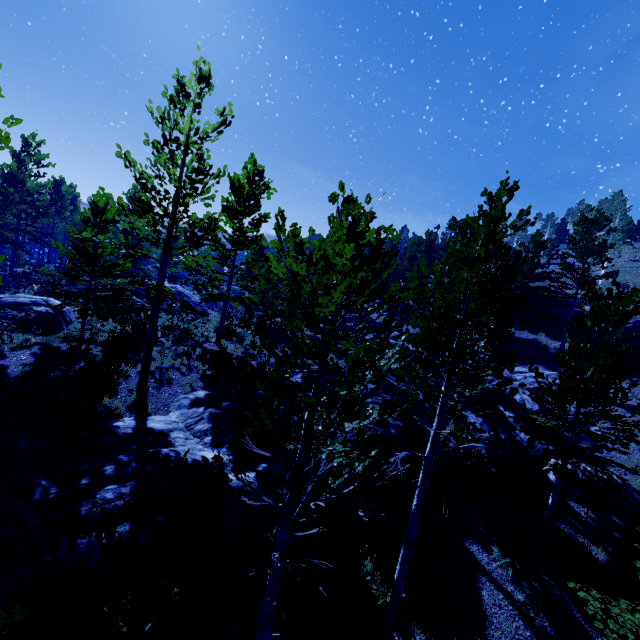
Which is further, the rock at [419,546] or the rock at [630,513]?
the rock at [630,513]

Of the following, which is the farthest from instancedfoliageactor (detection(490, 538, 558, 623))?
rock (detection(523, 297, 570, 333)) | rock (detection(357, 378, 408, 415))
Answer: rock (detection(523, 297, 570, 333))

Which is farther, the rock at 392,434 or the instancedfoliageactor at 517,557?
the rock at 392,434

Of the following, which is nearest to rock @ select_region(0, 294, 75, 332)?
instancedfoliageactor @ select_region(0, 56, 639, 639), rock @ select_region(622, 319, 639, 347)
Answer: instancedfoliageactor @ select_region(0, 56, 639, 639)

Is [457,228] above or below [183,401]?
above

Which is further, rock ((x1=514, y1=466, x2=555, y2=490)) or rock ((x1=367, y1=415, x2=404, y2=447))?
rock ((x1=514, y1=466, x2=555, y2=490))

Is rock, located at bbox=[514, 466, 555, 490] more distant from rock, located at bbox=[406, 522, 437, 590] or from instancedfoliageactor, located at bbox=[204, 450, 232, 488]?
rock, located at bbox=[406, 522, 437, 590]

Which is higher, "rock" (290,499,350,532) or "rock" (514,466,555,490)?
"rock" (514,466,555,490)
